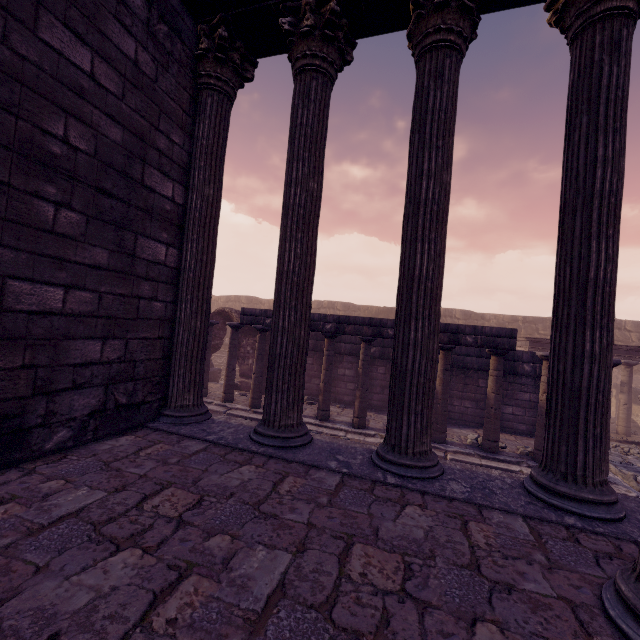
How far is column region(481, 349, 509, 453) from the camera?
7.8 meters

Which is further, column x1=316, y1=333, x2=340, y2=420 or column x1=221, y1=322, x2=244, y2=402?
column x1=221, y1=322, x2=244, y2=402

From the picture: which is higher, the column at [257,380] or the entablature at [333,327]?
the entablature at [333,327]

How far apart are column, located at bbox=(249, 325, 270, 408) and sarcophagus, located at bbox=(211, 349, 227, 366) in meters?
8.2

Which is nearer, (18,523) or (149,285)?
(18,523)

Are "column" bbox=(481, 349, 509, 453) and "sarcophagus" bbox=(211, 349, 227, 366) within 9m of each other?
no

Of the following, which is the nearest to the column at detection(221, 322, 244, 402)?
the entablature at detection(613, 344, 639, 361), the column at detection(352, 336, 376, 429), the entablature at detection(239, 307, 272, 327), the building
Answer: the entablature at detection(239, 307, 272, 327)

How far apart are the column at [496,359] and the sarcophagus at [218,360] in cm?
1324
